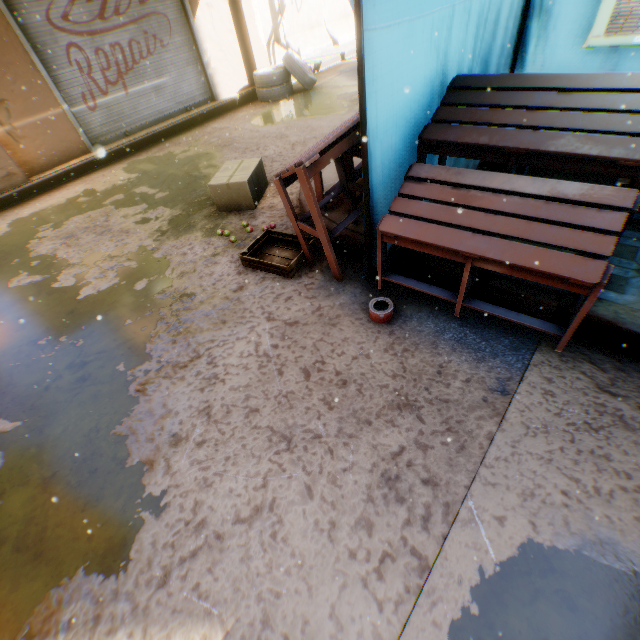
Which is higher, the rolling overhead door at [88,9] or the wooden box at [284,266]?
the rolling overhead door at [88,9]

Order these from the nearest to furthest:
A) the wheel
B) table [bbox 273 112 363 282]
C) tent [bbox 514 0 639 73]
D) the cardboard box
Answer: table [bbox 273 112 363 282] < tent [bbox 514 0 639 73] < the cardboard box < the wheel

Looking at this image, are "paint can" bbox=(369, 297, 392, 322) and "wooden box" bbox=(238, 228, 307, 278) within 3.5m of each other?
yes

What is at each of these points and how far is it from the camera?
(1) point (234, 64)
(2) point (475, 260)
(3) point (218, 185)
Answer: (1) building, 8.1 meters
(2) table, 1.9 meters
(3) cardboard box, 4.1 meters

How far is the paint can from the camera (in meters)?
2.53

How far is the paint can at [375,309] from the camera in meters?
2.5

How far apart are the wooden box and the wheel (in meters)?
6.38

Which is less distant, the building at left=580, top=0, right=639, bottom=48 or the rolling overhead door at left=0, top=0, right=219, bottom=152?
the building at left=580, top=0, right=639, bottom=48
